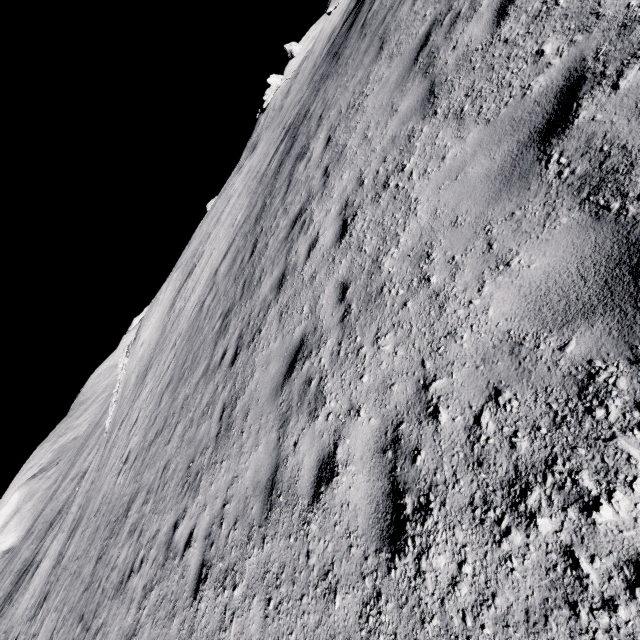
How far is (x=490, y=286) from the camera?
2.6 meters
